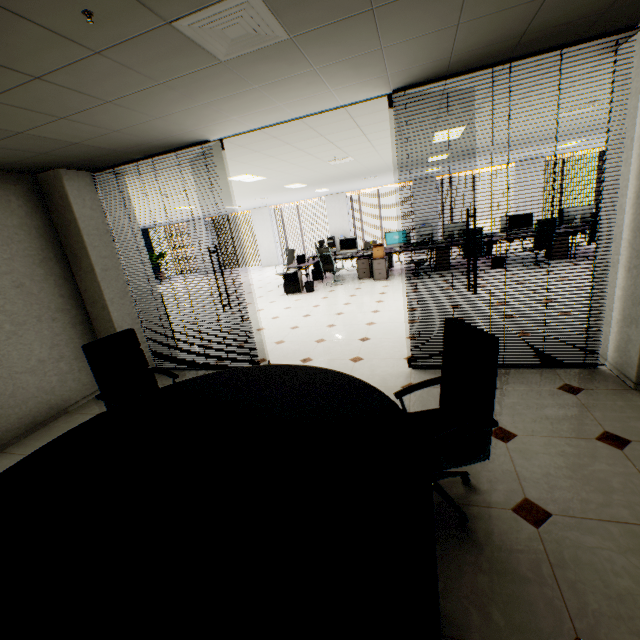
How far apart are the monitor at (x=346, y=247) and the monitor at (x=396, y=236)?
0.9m

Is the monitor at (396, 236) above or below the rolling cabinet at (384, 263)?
above

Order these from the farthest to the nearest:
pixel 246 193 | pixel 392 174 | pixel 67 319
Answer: pixel 392 174 → pixel 246 193 → pixel 67 319

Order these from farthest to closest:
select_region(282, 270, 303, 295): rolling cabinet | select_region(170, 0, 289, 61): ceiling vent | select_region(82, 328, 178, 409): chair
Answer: select_region(282, 270, 303, 295): rolling cabinet < select_region(82, 328, 178, 409): chair < select_region(170, 0, 289, 61): ceiling vent

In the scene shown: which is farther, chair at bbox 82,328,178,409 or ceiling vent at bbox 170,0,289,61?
chair at bbox 82,328,178,409

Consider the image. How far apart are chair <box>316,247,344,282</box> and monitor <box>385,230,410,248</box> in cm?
151

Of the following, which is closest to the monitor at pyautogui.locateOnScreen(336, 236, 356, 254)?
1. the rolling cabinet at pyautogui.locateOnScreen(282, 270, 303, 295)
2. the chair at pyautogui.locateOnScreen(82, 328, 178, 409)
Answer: the rolling cabinet at pyautogui.locateOnScreen(282, 270, 303, 295)

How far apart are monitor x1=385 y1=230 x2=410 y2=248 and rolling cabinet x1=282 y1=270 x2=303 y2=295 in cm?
281
